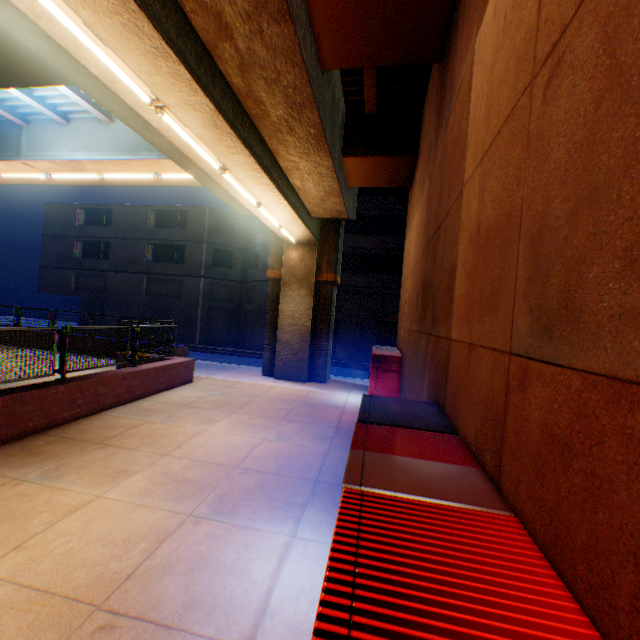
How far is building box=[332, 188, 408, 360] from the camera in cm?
2458

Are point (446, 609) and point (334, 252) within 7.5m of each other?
no

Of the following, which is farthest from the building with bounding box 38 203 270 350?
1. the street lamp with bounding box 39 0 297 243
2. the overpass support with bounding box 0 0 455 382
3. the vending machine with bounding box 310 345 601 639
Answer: the vending machine with bounding box 310 345 601 639

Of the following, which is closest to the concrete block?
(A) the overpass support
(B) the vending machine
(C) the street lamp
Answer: (A) the overpass support

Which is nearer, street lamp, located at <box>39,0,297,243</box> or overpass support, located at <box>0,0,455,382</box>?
street lamp, located at <box>39,0,297,243</box>

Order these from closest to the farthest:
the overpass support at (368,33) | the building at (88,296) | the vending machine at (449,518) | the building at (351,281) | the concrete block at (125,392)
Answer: the vending machine at (449,518)
the overpass support at (368,33)
the concrete block at (125,392)
the building at (351,281)
the building at (88,296)

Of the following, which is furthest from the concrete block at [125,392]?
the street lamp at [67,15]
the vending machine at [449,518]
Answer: the vending machine at [449,518]

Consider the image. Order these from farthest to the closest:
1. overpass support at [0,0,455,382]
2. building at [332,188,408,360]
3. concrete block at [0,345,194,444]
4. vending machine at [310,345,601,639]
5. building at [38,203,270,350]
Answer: building at [38,203,270,350] → building at [332,188,408,360] → concrete block at [0,345,194,444] → overpass support at [0,0,455,382] → vending machine at [310,345,601,639]
